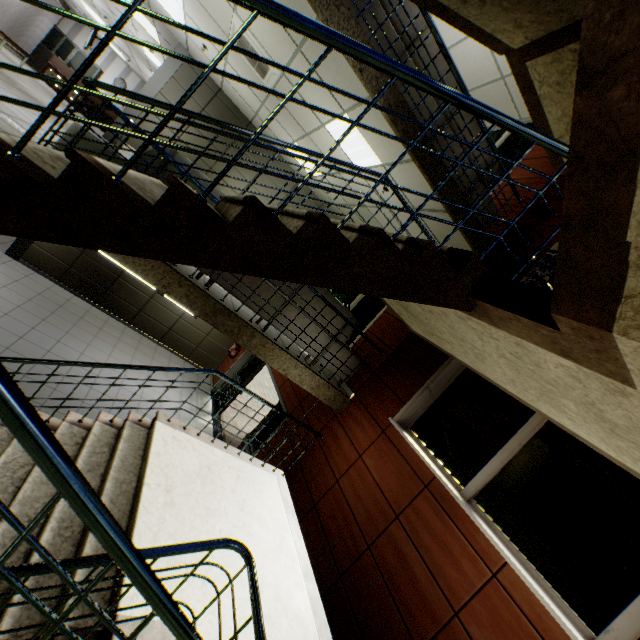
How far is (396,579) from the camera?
3.40m

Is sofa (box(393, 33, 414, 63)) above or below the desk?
above

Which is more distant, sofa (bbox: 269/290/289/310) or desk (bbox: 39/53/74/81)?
desk (bbox: 39/53/74/81)

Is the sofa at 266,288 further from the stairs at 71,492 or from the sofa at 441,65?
the sofa at 441,65

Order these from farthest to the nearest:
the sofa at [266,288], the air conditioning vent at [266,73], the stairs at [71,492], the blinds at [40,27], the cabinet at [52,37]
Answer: the cabinet at [52,37], the blinds at [40,27], the air conditioning vent at [266,73], the sofa at [266,288], the stairs at [71,492]

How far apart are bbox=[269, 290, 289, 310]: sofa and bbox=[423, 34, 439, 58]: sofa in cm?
253

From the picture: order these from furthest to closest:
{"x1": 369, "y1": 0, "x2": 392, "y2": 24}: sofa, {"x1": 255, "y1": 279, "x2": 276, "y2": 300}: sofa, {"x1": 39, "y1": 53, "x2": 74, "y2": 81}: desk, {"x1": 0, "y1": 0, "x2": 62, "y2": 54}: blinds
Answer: {"x1": 39, "y1": 53, "x2": 74, "y2": 81}: desk → {"x1": 0, "y1": 0, "x2": 62, "y2": 54}: blinds → {"x1": 255, "y1": 279, "x2": 276, "y2": 300}: sofa → {"x1": 369, "y1": 0, "x2": 392, "y2": 24}: sofa

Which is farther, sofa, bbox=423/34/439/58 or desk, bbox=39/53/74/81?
desk, bbox=39/53/74/81
